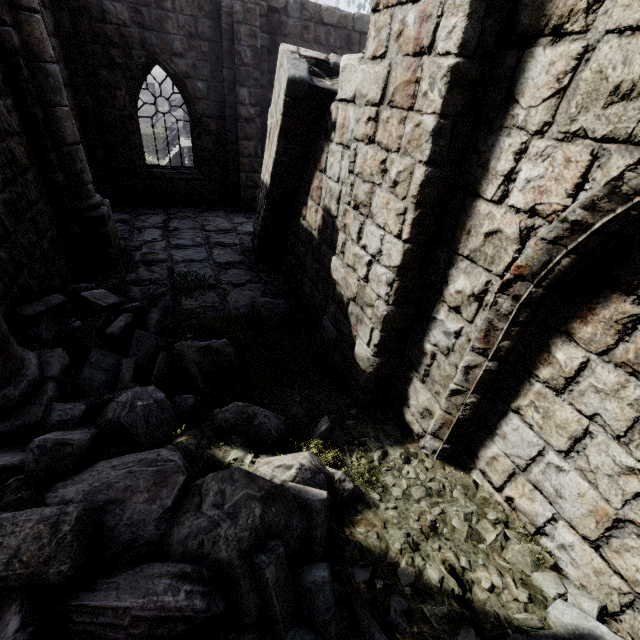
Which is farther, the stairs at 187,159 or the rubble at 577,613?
the stairs at 187,159

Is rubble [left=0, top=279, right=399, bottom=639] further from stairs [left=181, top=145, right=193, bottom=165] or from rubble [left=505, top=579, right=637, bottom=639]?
stairs [left=181, top=145, right=193, bottom=165]

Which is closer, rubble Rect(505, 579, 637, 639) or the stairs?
rubble Rect(505, 579, 637, 639)

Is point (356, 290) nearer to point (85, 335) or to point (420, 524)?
point (420, 524)

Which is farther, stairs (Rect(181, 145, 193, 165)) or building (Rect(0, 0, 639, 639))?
stairs (Rect(181, 145, 193, 165))

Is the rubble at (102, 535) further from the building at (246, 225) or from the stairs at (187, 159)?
the stairs at (187, 159)

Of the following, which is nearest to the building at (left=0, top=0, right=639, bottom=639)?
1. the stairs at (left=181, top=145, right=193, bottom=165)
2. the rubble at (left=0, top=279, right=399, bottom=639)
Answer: the rubble at (left=0, top=279, right=399, bottom=639)

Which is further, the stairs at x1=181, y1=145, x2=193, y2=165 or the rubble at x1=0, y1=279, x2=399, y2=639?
the stairs at x1=181, y1=145, x2=193, y2=165
